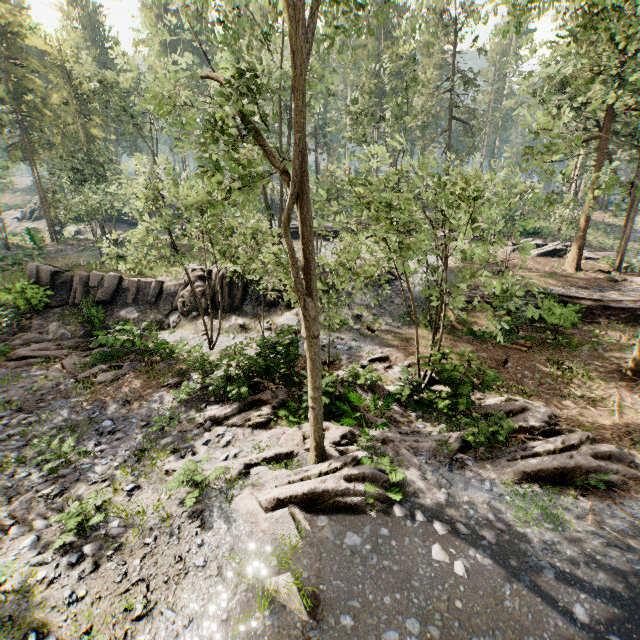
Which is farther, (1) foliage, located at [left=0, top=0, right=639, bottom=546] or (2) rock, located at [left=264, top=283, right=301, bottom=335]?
(2) rock, located at [left=264, top=283, right=301, bottom=335]

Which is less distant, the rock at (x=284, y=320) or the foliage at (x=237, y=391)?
the foliage at (x=237, y=391)

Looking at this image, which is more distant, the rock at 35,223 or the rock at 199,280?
the rock at 35,223

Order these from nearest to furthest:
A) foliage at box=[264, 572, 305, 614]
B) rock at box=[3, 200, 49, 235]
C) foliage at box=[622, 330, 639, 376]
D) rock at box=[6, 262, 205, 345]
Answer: foliage at box=[264, 572, 305, 614]
foliage at box=[622, 330, 639, 376]
rock at box=[6, 262, 205, 345]
rock at box=[3, 200, 49, 235]

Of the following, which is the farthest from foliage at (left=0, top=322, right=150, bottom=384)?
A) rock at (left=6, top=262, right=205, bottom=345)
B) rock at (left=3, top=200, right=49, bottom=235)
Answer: → rock at (left=3, top=200, right=49, bottom=235)

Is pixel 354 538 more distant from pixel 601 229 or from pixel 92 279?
pixel 601 229

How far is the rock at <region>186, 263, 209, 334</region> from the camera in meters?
20.3

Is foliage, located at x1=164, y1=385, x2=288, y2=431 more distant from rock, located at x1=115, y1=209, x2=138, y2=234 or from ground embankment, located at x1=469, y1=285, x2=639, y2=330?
rock, located at x1=115, y1=209, x2=138, y2=234
